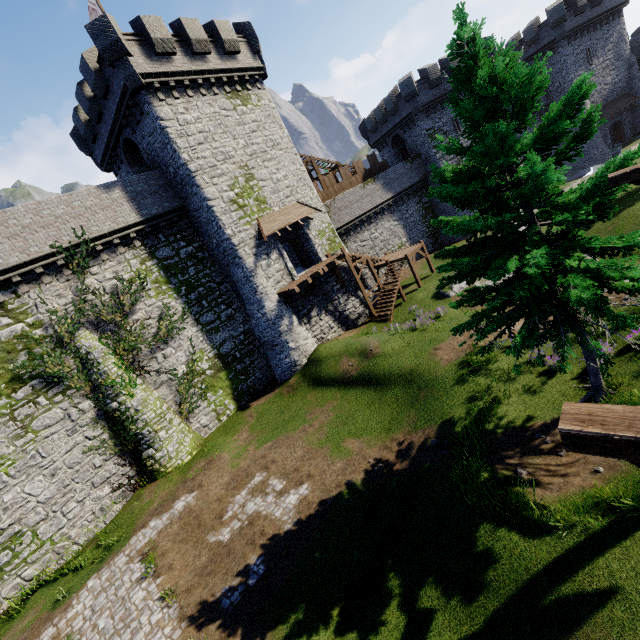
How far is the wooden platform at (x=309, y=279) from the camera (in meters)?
21.82

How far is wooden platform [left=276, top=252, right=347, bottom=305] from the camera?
21.82m

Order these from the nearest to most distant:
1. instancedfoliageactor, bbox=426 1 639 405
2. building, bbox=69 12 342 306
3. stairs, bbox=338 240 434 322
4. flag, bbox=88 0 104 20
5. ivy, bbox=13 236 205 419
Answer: instancedfoliageactor, bbox=426 1 639 405 → ivy, bbox=13 236 205 419 → building, bbox=69 12 342 306 → flag, bbox=88 0 104 20 → stairs, bbox=338 240 434 322

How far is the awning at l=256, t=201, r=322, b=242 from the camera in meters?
22.0

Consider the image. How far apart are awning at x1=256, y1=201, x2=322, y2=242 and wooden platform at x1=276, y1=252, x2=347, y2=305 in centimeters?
309cm

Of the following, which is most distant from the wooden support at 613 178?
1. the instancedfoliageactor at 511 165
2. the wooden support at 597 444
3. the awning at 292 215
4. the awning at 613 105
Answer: the awning at 613 105

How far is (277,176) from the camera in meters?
23.9 m

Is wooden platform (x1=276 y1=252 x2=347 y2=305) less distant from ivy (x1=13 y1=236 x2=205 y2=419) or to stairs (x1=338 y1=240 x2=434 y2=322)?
stairs (x1=338 y1=240 x2=434 y2=322)
